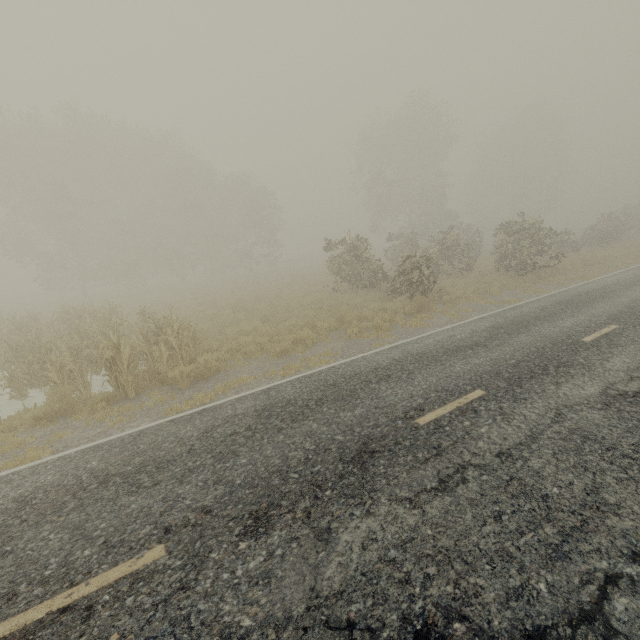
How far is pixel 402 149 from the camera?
37.2 meters
